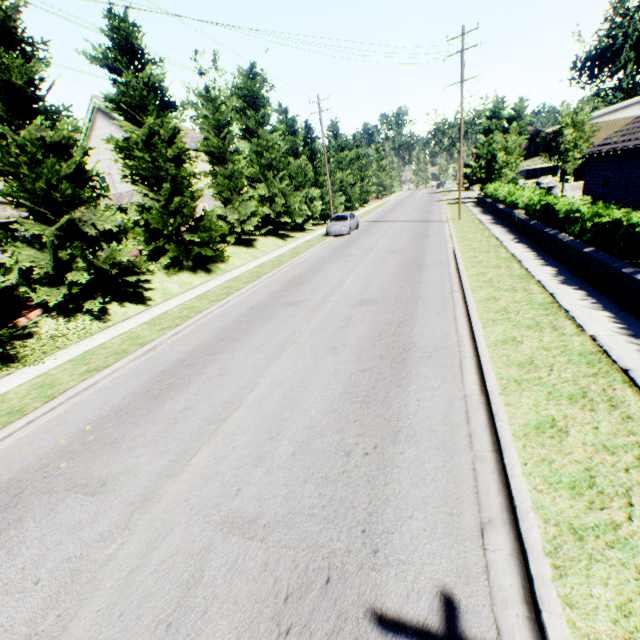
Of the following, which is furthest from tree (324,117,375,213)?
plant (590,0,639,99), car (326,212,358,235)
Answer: plant (590,0,639,99)

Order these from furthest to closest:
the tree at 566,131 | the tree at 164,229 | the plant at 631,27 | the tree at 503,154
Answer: the plant at 631,27
the tree at 503,154
the tree at 566,131
the tree at 164,229

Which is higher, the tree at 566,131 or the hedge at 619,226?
the tree at 566,131

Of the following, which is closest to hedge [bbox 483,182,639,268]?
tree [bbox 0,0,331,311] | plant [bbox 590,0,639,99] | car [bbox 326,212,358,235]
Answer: car [bbox 326,212,358,235]

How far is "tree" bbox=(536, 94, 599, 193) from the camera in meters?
29.2

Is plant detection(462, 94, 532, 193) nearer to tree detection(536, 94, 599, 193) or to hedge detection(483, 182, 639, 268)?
tree detection(536, 94, 599, 193)

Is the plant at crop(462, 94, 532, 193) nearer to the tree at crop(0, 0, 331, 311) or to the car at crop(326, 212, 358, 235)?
the tree at crop(0, 0, 331, 311)

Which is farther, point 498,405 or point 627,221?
point 627,221
